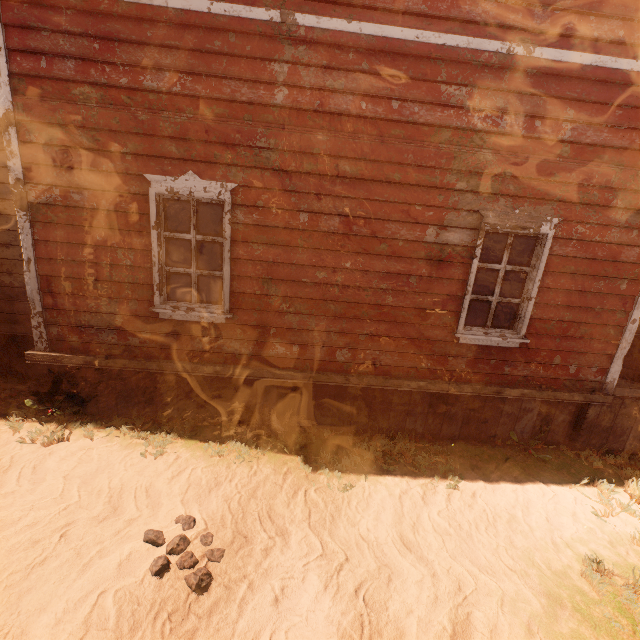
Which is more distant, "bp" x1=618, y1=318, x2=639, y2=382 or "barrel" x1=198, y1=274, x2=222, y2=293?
"barrel" x1=198, y1=274, x2=222, y2=293

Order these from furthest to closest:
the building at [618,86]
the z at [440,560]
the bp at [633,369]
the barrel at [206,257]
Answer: the barrel at [206,257], the bp at [633,369], the building at [618,86], the z at [440,560]

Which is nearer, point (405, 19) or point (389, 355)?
point (405, 19)

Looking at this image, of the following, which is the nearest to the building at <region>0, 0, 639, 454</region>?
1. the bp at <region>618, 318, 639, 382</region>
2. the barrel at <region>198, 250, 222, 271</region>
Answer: the bp at <region>618, 318, 639, 382</region>

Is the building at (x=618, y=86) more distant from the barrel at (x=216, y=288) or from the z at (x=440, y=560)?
the barrel at (x=216, y=288)

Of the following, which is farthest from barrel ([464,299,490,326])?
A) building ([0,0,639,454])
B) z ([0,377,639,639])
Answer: z ([0,377,639,639])

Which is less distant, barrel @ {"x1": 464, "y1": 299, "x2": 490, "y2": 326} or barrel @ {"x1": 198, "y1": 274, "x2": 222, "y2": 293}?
barrel @ {"x1": 464, "y1": 299, "x2": 490, "y2": 326}

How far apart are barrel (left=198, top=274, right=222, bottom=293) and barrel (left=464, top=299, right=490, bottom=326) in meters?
5.7 m
